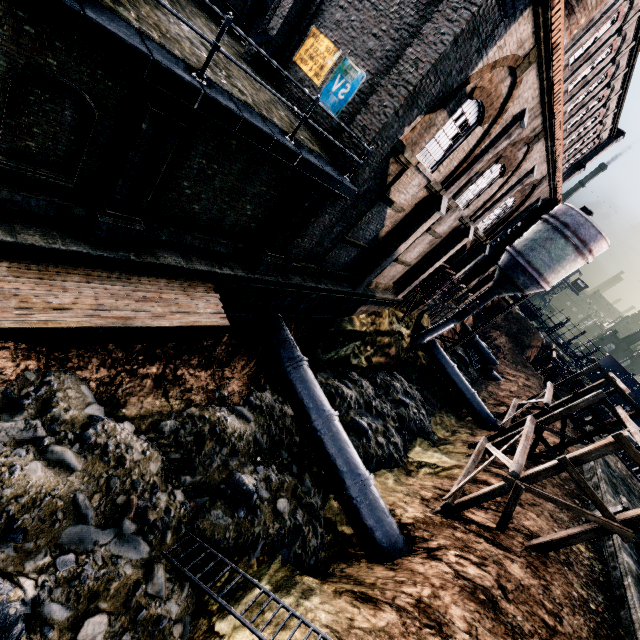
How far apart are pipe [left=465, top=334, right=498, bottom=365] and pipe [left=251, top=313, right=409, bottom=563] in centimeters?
3706cm

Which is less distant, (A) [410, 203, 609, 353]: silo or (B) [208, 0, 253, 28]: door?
(B) [208, 0, 253, 28]: door

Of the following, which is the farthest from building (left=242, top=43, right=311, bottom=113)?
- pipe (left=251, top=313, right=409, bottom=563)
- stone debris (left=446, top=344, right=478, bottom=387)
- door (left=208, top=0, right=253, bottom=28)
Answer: stone debris (left=446, top=344, right=478, bottom=387)

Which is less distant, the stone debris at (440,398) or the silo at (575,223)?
the silo at (575,223)

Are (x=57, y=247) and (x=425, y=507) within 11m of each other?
no

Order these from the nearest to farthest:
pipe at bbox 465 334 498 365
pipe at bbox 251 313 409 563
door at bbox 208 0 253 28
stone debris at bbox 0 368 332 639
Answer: stone debris at bbox 0 368 332 639
pipe at bbox 251 313 409 563
door at bbox 208 0 253 28
pipe at bbox 465 334 498 365

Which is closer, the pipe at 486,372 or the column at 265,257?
the column at 265,257

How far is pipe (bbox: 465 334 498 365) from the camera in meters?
44.8
